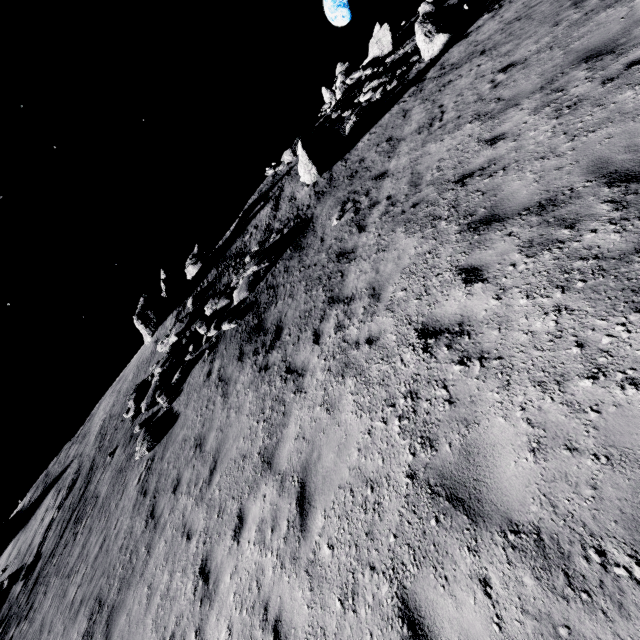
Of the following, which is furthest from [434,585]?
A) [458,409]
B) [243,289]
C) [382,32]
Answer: [382,32]

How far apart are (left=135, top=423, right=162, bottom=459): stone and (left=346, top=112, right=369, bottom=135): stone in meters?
17.8 m

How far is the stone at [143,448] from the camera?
11.8 meters

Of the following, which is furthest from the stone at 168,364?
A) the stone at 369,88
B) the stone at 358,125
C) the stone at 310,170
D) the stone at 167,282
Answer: the stone at 369,88

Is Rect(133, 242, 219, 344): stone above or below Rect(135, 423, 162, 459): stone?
above

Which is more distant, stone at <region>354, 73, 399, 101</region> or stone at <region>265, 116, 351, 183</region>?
stone at <region>354, 73, 399, 101</region>

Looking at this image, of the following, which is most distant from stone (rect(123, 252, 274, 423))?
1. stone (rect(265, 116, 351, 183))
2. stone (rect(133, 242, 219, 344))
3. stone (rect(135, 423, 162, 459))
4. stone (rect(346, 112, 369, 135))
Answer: stone (rect(346, 112, 369, 135))

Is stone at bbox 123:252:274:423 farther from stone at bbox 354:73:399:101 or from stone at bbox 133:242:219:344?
stone at bbox 354:73:399:101
